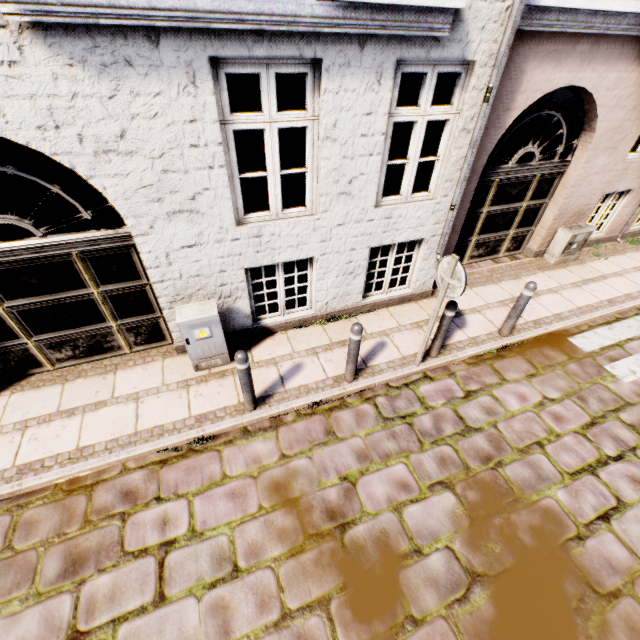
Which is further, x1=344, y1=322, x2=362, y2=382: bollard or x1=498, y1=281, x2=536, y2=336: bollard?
x1=498, y1=281, x2=536, y2=336: bollard

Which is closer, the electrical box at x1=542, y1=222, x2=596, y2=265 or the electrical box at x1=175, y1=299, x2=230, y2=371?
the electrical box at x1=175, y1=299, x2=230, y2=371

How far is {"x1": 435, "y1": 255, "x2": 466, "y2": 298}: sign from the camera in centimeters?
378cm

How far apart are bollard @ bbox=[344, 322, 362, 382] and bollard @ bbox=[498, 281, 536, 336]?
2.83m

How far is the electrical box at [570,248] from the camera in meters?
7.0

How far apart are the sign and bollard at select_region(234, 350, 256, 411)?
2.6m

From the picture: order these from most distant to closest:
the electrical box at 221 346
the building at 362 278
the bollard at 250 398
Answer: the electrical box at 221 346
the bollard at 250 398
the building at 362 278

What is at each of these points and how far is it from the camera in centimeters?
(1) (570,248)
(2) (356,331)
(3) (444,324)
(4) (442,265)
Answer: (1) electrical box, 728cm
(2) bollard, 411cm
(3) bollard, 475cm
(4) sign, 409cm
